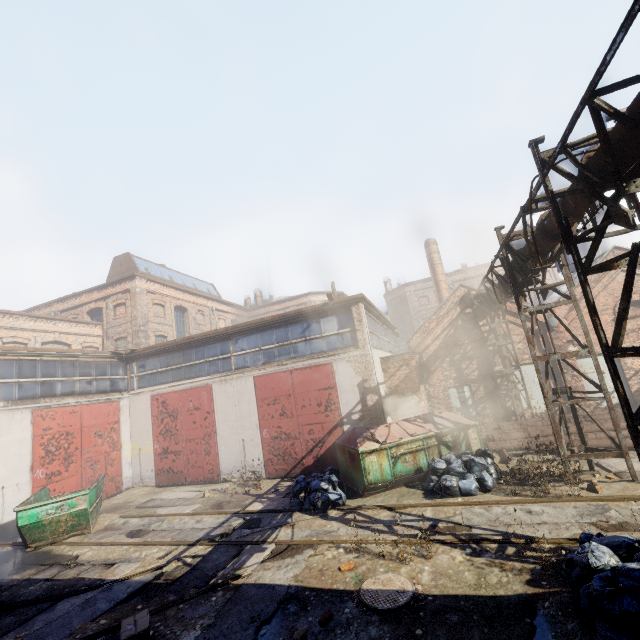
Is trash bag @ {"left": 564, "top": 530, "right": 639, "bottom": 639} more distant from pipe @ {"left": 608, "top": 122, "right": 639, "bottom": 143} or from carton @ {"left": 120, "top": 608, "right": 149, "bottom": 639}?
carton @ {"left": 120, "top": 608, "right": 149, "bottom": 639}

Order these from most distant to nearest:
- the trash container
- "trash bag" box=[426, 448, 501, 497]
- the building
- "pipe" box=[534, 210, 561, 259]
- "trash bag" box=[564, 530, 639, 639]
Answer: the building < the trash container < "trash bag" box=[426, 448, 501, 497] < "pipe" box=[534, 210, 561, 259] < "trash bag" box=[564, 530, 639, 639]

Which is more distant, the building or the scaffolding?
the building

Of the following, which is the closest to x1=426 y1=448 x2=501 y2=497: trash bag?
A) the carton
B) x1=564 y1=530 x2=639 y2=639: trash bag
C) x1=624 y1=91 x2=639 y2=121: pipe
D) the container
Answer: x1=564 y1=530 x2=639 y2=639: trash bag

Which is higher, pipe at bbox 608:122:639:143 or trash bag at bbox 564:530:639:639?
pipe at bbox 608:122:639:143

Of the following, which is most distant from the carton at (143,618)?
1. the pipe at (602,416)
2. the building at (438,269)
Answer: the building at (438,269)

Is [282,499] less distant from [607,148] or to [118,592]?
[118,592]

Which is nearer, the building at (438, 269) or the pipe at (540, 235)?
the pipe at (540, 235)
